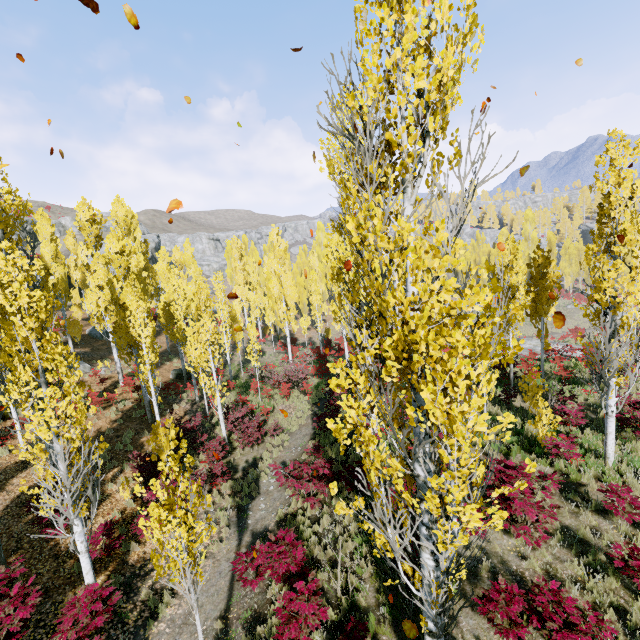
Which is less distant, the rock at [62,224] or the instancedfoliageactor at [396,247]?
the instancedfoliageactor at [396,247]

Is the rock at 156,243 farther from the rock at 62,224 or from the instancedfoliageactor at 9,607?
the instancedfoliageactor at 9,607

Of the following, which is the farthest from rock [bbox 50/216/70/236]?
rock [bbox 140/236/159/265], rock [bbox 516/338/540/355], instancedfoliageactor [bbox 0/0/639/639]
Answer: rock [bbox 516/338/540/355]

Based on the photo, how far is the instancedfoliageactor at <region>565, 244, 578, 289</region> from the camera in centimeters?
5883cm

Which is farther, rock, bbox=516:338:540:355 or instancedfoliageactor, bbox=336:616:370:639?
rock, bbox=516:338:540:355

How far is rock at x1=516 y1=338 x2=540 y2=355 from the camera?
22.9m

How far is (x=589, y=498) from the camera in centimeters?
816cm

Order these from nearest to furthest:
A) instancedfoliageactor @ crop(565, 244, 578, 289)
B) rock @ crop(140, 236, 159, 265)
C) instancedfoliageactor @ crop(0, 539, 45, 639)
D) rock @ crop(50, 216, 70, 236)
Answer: instancedfoliageactor @ crop(0, 539, 45, 639)
rock @ crop(140, 236, 159, 265)
rock @ crop(50, 216, 70, 236)
instancedfoliageactor @ crop(565, 244, 578, 289)
